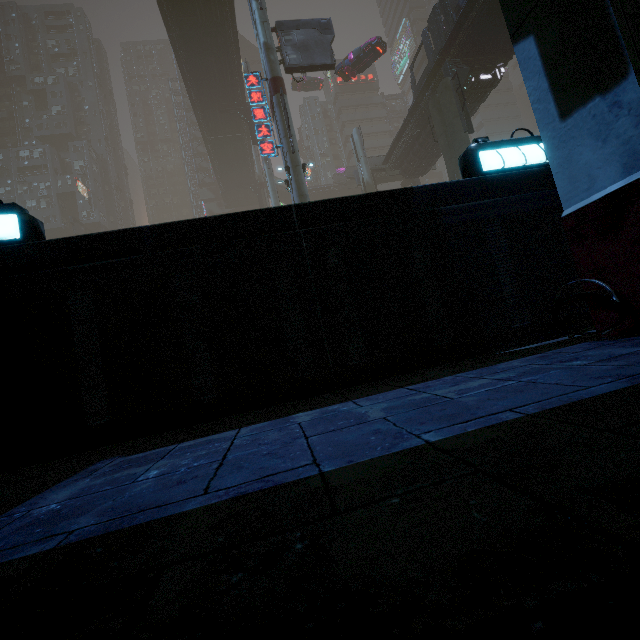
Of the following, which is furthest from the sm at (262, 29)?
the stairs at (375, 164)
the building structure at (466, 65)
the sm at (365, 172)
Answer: the sm at (365, 172)

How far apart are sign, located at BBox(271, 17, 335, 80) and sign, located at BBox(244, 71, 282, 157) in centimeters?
370cm

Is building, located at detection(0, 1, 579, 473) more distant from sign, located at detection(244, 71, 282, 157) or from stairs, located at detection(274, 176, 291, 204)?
sign, located at detection(244, 71, 282, 157)

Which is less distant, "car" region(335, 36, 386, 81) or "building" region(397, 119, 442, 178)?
"car" region(335, 36, 386, 81)

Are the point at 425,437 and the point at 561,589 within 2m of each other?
yes

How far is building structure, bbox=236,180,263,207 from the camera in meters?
50.2

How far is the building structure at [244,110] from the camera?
34.91m

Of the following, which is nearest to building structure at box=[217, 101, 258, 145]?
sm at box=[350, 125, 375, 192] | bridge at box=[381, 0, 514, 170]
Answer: sm at box=[350, 125, 375, 192]
